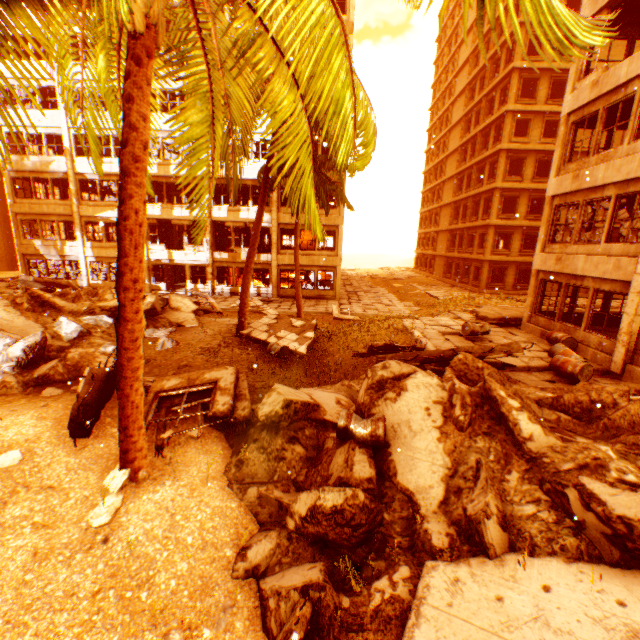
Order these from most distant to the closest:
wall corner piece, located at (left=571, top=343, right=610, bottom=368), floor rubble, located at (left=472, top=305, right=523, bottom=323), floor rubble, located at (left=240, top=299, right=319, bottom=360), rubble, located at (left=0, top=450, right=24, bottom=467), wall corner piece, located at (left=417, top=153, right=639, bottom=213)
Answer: floor rubble, located at (left=472, top=305, right=523, bottom=323), floor rubble, located at (left=240, top=299, right=319, bottom=360), wall corner piece, located at (left=571, top=343, right=610, bottom=368), wall corner piece, located at (left=417, top=153, right=639, bottom=213), rubble, located at (left=0, top=450, right=24, bottom=467)

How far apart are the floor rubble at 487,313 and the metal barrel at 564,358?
5.0 meters

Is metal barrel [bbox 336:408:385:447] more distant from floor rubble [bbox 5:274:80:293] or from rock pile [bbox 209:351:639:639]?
floor rubble [bbox 5:274:80:293]

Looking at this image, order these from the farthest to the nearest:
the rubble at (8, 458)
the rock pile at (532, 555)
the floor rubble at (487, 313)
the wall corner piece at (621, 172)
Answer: the floor rubble at (487, 313) → the wall corner piece at (621, 172) → the rubble at (8, 458) → the rock pile at (532, 555)

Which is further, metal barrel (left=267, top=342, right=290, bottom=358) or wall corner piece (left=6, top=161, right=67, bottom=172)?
wall corner piece (left=6, top=161, right=67, bottom=172)

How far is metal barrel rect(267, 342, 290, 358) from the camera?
12.13m

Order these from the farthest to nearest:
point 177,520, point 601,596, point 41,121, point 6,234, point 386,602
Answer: point 6,234
point 41,121
point 177,520
point 386,602
point 601,596

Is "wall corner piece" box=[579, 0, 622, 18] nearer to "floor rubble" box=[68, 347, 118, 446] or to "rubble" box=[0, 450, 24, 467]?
"floor rubble" box=[68, 347, 118, 446]
